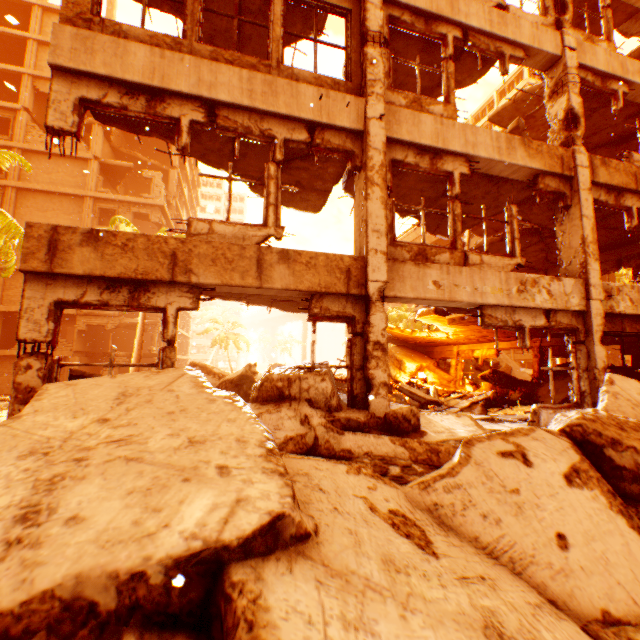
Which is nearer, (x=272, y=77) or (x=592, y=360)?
(x=272, y=77)

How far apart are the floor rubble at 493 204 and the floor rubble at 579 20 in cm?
556

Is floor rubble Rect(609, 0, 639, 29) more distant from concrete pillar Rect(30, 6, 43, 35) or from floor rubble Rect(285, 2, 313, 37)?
concrete pillar Rect(30, 6, 43, 35)

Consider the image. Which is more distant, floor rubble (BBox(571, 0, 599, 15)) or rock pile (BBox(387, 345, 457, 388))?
rock pile (BBox(387, 345, 457, 388))

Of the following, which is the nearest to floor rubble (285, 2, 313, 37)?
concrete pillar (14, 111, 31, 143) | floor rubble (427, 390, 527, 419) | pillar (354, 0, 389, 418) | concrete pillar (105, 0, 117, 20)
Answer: pillar (354, 0, 389, 418)

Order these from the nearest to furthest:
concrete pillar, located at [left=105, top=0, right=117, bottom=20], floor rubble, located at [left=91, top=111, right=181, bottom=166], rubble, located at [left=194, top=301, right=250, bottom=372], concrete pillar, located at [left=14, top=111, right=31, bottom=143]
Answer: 1. floor rubble, located at [left=91, top=111, right=181, bottom=166]
2. concrete pillar, located at [left=14, top=111, right=31, bottom=143]
3. concrete pillar, located at [left=105, top=0, right=117, bottom=20]
4. rubble, located at [left=194, top=301, right=250, bottom=372]

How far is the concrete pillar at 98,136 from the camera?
25.6 meters

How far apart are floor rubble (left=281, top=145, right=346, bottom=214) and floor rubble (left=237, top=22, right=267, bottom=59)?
2.4m
